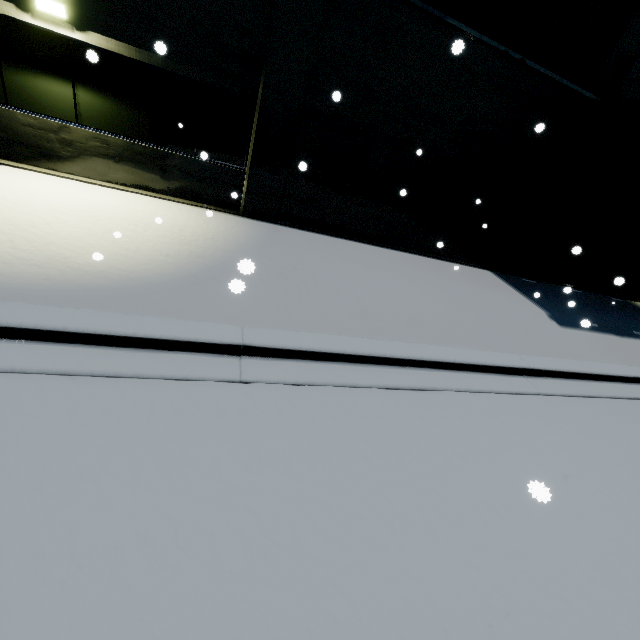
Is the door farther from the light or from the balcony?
the light

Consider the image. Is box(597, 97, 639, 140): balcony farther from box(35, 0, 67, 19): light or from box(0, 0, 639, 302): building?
box(35, 0, 67, 19): light

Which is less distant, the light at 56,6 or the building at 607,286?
the light at 56,6

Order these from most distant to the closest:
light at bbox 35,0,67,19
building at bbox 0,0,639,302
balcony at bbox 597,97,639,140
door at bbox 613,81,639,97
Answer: door at bbox 613,81,639,97 < balcony at bbox 597,97,639,140 < building at bbox 0,0,639,302 < light at bbox 35,0,67,19

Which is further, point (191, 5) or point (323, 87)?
point (323, 87)

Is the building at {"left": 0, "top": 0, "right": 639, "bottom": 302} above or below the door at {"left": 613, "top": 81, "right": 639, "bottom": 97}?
below

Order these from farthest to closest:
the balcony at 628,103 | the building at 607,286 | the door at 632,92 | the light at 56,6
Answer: the door at 632,92
the balcony at 628,103
the building at 607,286
the light at 56,6
